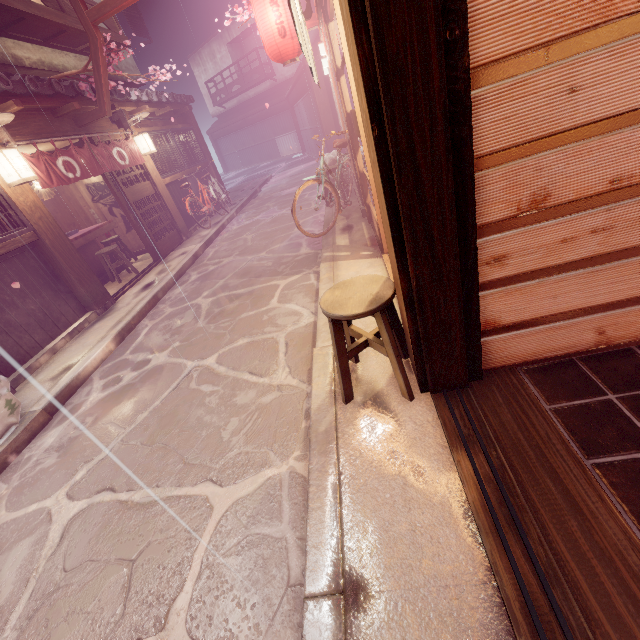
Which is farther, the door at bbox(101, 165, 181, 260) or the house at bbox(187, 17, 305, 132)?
the house at bbox(187, 17, 305, 132)

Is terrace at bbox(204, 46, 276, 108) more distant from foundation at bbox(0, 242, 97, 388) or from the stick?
the stick

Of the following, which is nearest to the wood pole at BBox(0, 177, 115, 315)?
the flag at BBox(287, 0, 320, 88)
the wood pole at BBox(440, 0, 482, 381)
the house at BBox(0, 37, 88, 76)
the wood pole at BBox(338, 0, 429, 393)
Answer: the house at BBox(0, 37, 88, 76)

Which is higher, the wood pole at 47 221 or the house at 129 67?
the house at 129 67

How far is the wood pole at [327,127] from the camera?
19.5m

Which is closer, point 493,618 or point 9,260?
point 493,618

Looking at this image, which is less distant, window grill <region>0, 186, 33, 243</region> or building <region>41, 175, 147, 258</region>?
window grill <region>0, 186, 33, 243</region>

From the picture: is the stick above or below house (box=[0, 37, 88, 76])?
below
